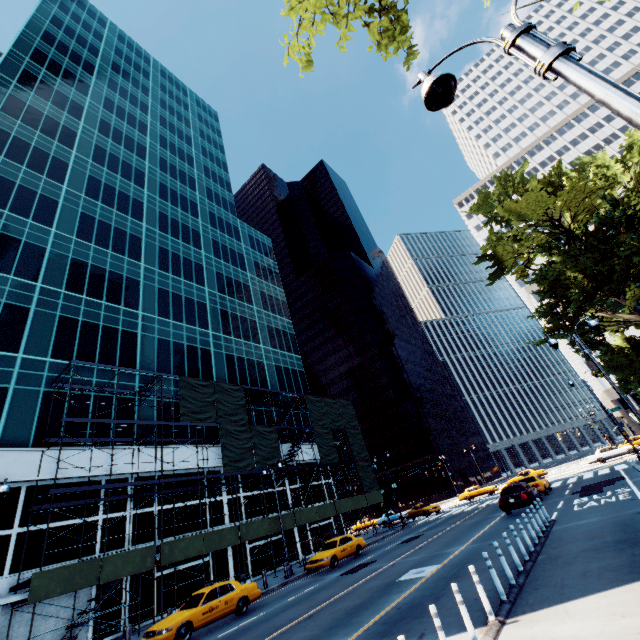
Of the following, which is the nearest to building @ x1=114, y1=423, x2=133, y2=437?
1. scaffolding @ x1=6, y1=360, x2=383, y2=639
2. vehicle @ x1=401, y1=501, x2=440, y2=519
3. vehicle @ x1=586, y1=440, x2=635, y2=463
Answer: scaffolding @ x1=6, y1=360, x2=383, y2=639

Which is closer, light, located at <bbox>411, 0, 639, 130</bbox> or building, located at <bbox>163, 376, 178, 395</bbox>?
light, located at <bbox>411, 0, 639, 130</bbox>

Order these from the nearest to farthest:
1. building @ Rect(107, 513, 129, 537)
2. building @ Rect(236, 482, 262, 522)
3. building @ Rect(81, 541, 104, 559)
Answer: building @ Rect(81, 541, 104, 559) → building @ Rect(107, 513, 129, 537) → building @ Rect(236, 482, 262, 522)

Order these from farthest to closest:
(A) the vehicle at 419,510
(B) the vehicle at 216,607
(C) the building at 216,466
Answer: (A) the vehicle at 419,510 < (C) the building at 216,466 < (B) the vehicle at 216,607

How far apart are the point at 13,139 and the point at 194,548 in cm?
4094

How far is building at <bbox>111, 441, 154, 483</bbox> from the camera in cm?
2338

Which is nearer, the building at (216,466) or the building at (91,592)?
the building at (91,592)

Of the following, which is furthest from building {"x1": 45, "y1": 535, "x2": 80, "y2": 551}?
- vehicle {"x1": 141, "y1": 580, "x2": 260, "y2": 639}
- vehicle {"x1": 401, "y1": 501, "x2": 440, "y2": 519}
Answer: vehicle {"x1": 401, "y1": 501, "x2": 440, "y2": 519}
